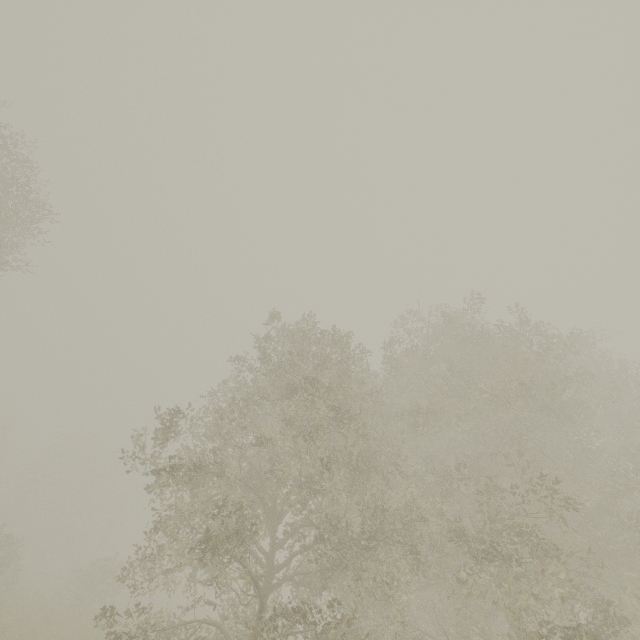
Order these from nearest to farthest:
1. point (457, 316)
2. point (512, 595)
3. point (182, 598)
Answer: point (512, 595) < point (457, 316) < point (182, 598)
